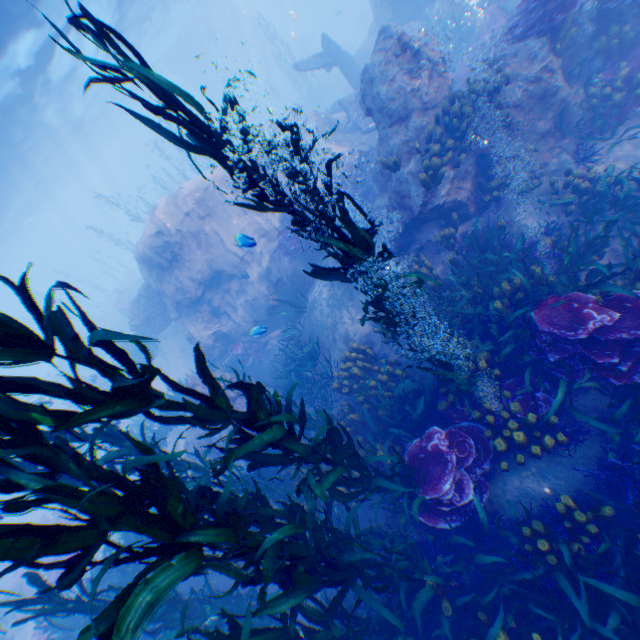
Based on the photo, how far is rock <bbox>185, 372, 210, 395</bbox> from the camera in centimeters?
1073cm

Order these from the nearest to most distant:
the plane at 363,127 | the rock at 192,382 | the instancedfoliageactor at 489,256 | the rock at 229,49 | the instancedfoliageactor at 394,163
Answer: the instancedfoliageactor at 489,256, the instancedfoliageactor at 394,163, the rock at 192,382, the plane at 363,127, the rock at 229,49

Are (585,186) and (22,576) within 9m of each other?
no

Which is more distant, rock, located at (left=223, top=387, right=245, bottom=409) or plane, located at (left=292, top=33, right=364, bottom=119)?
plane, located at (left=292, top=33, right=364, bottom=119)

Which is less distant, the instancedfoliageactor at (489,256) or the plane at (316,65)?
the instancedfoliageactor at (489,256)

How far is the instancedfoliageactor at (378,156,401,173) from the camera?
7.9 meters

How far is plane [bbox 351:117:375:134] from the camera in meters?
15.0
